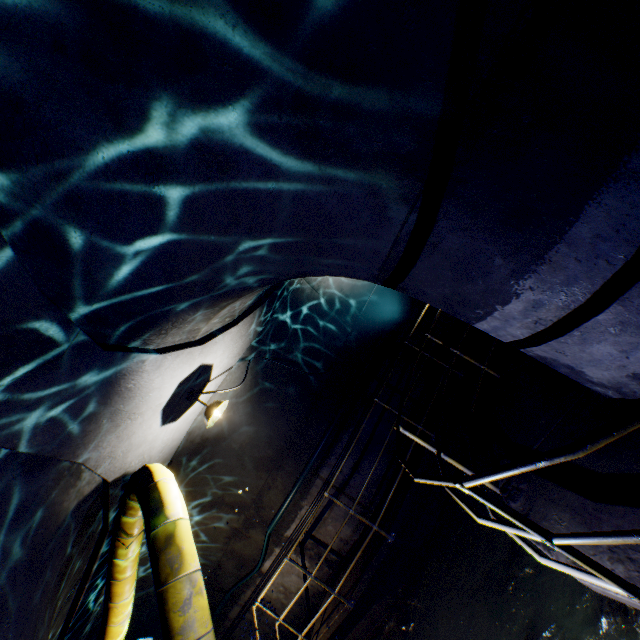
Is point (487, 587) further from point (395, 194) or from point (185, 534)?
point (395, 194)

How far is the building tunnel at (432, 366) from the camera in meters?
7.6 m

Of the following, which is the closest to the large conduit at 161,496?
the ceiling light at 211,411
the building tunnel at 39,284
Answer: the building tunnel at 39,284

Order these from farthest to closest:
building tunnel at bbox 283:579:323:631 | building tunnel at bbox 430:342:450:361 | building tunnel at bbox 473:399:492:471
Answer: building tunnel at bbox 430:342:450:361, building tunnel at bbox 283:579:323:631, building tunnel at bbox 473:399:492:471

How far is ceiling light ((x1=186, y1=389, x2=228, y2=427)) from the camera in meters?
4.3 m

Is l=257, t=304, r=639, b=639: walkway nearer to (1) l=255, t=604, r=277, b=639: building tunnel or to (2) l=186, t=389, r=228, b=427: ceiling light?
(1) l=255, t=604, r=277, b=639: building tunnel

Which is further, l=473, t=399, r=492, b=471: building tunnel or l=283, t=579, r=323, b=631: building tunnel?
l=283, t=579, r=323, b=631: building tunnel
